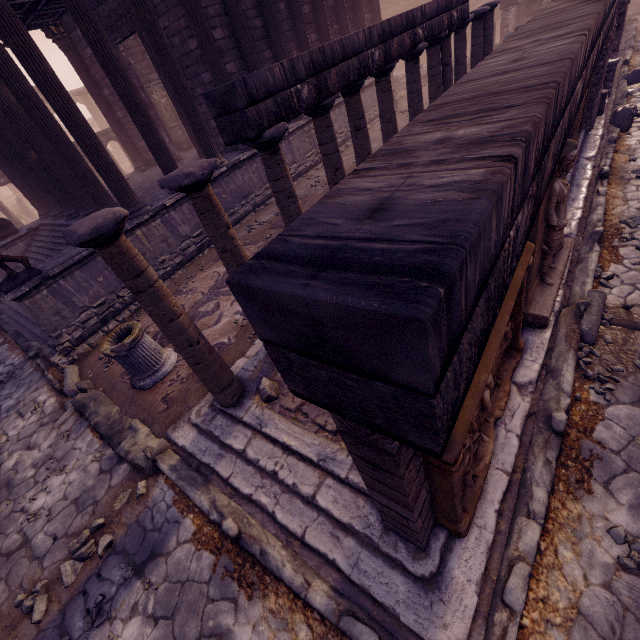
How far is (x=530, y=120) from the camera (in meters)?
1.51

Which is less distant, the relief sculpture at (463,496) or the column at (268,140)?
the relief sculpture at (463,496)

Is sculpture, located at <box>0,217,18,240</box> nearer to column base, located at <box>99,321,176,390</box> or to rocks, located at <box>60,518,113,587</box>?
column base, located at <box>99,321,176,390</box>

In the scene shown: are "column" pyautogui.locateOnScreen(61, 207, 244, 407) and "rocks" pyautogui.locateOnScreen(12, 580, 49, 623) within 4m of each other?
yes

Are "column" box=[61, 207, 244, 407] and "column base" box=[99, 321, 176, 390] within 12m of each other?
yes

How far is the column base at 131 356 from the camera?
5.0m

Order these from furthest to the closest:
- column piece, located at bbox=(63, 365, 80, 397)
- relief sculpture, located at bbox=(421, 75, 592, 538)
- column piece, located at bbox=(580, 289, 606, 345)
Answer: column piece, located at bbox=(63, 365, 80, 397) < column piece, located at bbox=(580, 289, 606, 345) < relief sculpture, located at bbox=(421, 75, 592, 538)

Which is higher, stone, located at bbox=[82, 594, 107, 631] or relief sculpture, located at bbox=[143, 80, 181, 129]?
relief sculpture, located at bbox=[143, 80, 181, 129]
